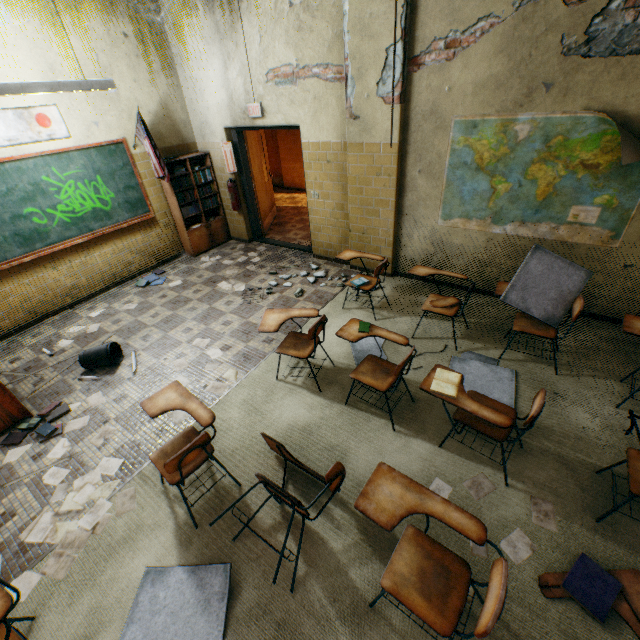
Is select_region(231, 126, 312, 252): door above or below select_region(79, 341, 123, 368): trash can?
above

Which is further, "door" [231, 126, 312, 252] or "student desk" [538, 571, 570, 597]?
"door" [231, 126, 312, 252]

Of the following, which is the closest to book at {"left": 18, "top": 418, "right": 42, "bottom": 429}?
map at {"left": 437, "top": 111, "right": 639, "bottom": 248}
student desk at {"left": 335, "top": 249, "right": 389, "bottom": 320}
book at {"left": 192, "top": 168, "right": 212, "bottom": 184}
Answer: student desk at {"left": 335, "top": 249, "right": 389, "bottom": 320}

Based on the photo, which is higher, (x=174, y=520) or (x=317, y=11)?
(x=317, y=11)

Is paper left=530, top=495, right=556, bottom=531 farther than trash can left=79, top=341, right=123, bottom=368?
No

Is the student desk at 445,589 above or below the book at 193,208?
below

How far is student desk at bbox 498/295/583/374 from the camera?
3.1 meters

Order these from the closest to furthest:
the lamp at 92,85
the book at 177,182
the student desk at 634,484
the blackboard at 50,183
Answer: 1. the student desk at 634,484
2. the lamp at 92,85
3. the blackboard at 50,183
4. the book at 177,182
